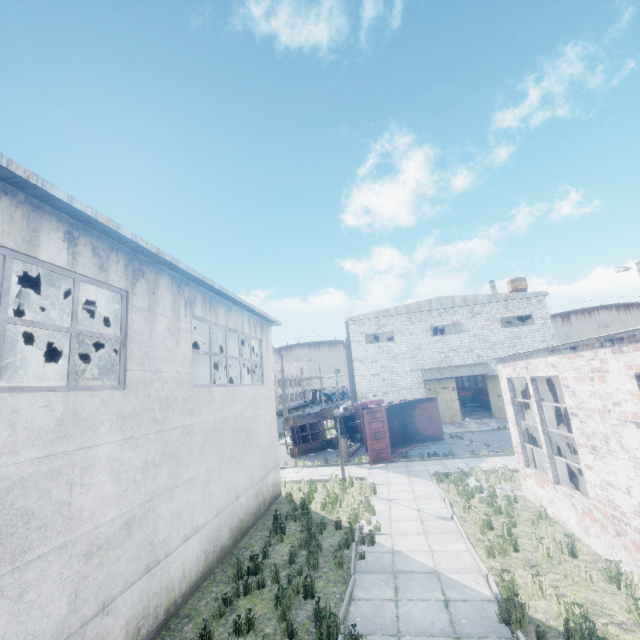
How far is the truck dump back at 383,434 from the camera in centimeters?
1798cm

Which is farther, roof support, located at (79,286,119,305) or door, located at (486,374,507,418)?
door, located at (486,374,507,418)

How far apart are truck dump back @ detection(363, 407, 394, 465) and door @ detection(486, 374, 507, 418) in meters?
14.9 m

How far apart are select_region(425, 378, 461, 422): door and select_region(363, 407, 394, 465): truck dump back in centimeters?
1243cm

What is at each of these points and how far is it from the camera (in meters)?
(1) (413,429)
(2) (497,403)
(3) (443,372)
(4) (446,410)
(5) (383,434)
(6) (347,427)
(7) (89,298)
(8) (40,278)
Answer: (1) truck dump body, 23.64
(2) door, 28.70
(3) awning, 29.67
(4) door, 29.08
(5) truck dump back, 18.45
(6) truck, 25.33
(7) roof support, 8.36
(8) roof support, 8.79

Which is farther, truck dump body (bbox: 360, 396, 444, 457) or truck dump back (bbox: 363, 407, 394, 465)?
truck dump body (bbox: 360, 396, 444, 457)

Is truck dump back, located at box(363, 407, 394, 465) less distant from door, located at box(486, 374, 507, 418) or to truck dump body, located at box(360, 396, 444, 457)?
truck dump body, located at box(360, 396, 444, 457)

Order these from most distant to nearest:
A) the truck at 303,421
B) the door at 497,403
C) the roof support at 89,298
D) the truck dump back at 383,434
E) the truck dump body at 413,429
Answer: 1. the door at 497,403
2. the truck at 303,421
3. the truck dump body at 413,429
4. the truck dump back at 383,434
5. the roof support at 89,298
